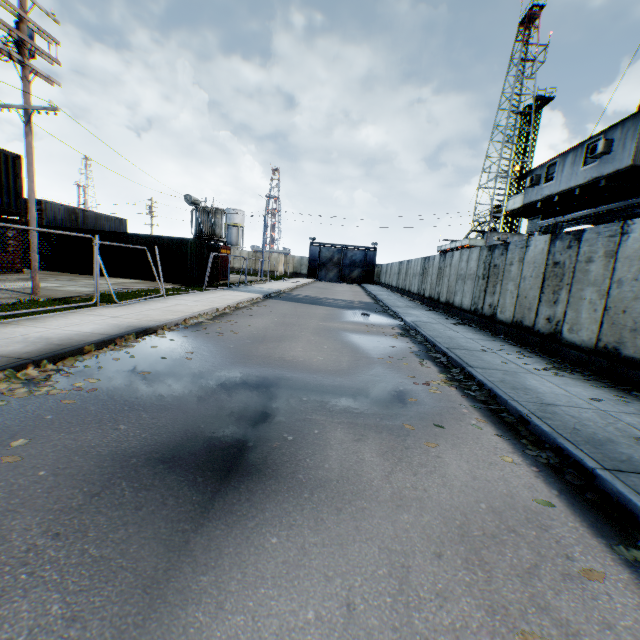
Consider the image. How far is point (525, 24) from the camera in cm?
3944

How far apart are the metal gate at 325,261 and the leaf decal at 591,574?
51.73m

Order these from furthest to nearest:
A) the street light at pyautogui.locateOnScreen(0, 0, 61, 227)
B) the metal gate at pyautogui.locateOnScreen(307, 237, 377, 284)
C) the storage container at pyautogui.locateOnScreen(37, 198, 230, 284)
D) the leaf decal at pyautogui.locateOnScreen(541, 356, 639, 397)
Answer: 1. the metal gate at pyautogui.locateOnScreen(307, 237, 377, 284)
2. the storage container at pyautogui.locateOnScreen(37, 198, 230, 284)
3. the street light at pyautogui.locateOnScreen(0, 0, 61, 227)
4. the leaf decal at pyautogui.locateOnScreen(541, 356, 639, 397)

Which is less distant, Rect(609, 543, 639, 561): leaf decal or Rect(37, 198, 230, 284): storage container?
Rect(609, 543, 639, 561): leaf decal

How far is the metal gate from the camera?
52.8m

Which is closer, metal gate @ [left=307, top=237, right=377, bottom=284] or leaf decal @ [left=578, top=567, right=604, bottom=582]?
leaf decal @ [left=578, top=567, right=604, bottom=582]

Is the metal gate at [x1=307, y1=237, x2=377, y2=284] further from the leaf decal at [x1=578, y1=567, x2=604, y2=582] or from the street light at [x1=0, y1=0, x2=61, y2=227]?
the leaf decal at [x1=578, y1=567, x2=604, y2=582]

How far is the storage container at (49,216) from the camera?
20.7 meters
